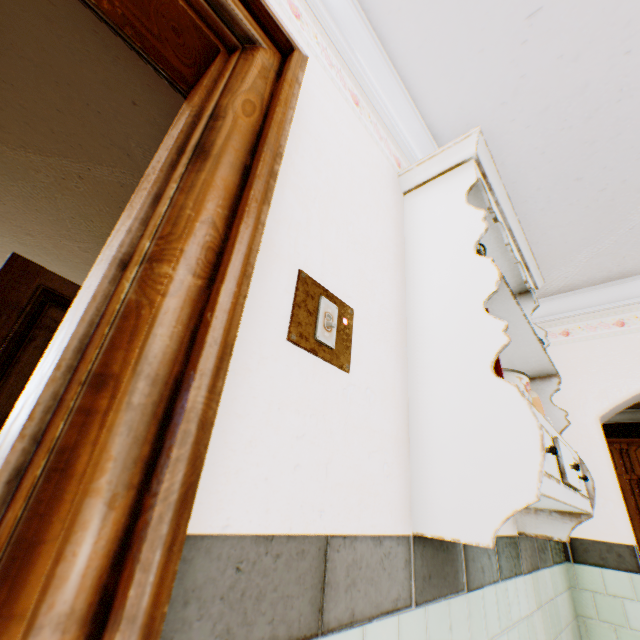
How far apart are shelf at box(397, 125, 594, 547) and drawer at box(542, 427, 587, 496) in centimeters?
1cm

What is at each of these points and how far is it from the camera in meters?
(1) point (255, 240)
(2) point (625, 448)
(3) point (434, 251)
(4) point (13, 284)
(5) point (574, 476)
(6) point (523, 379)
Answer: (1) building, 0.7 m
(2) cabinet, 5.4 m
(3) shelf, 1.4 m
(4) childactor, 1.9 m
(5) drawer, 1.3 m
(6) cooking pot, 1.2 m

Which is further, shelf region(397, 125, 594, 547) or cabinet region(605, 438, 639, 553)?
cabinet region(605, 438, 639, 553)

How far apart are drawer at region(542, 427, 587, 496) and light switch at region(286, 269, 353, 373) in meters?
0.6

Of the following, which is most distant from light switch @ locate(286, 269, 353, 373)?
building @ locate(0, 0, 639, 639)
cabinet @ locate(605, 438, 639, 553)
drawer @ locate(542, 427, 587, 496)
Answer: cabinet @ locate(605, 438, 639, 553)

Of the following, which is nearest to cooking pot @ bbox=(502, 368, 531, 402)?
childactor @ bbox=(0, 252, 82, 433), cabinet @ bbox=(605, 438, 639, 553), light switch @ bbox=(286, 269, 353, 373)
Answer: light switch @ bbox=(286, 269, 353, 373)

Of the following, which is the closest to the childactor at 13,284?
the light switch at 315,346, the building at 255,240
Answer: the building at 255,240

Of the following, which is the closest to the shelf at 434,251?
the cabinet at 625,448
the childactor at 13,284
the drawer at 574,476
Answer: the drawer at 574,476
